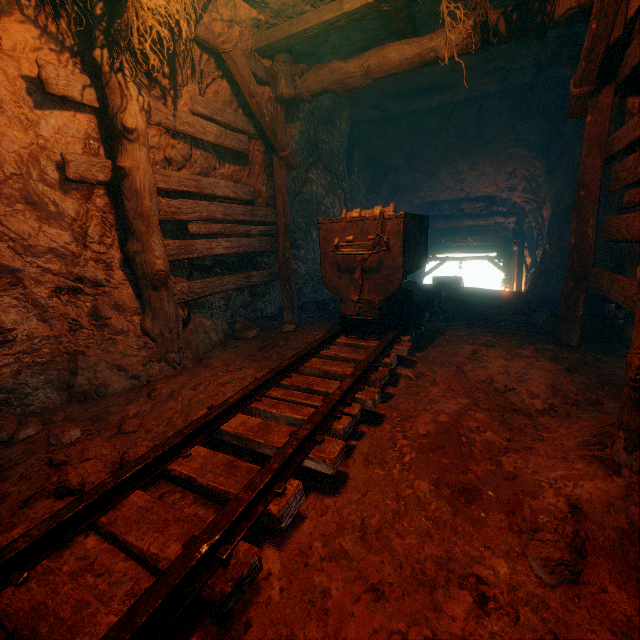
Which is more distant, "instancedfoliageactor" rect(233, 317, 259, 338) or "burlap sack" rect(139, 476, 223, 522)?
"instancedfoliageactor" rect(233, 317, 259, 338)

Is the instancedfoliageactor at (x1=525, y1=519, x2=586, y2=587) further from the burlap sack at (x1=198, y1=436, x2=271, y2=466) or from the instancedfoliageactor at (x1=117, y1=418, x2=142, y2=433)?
the instancedfoliageactor at (x1=117, y1=418, x2=142, y2=433)

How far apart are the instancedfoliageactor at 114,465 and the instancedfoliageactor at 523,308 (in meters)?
5.88

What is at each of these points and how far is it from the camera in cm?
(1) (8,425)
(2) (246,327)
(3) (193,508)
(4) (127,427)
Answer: (1) instancedfoliageactor, 270
(2) instancedfoliageactor, 559
(3) burlap sack, 175
(4) instancedfoliageactor, 266

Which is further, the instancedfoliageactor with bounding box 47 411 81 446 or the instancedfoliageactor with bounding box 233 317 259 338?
the instancedfoliageactor with bounding box 233 317 259 338

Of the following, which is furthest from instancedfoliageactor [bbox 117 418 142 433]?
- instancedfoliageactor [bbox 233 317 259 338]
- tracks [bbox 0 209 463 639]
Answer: instancedfoliageactor [bbox 233 317 259 338]

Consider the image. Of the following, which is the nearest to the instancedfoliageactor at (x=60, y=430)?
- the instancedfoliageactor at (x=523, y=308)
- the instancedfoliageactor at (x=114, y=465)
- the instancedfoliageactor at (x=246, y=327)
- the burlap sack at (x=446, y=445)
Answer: the burlap sack at (x=446, y=445)

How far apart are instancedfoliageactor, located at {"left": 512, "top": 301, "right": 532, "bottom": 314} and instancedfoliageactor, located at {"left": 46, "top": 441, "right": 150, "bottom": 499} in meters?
5.9 m
